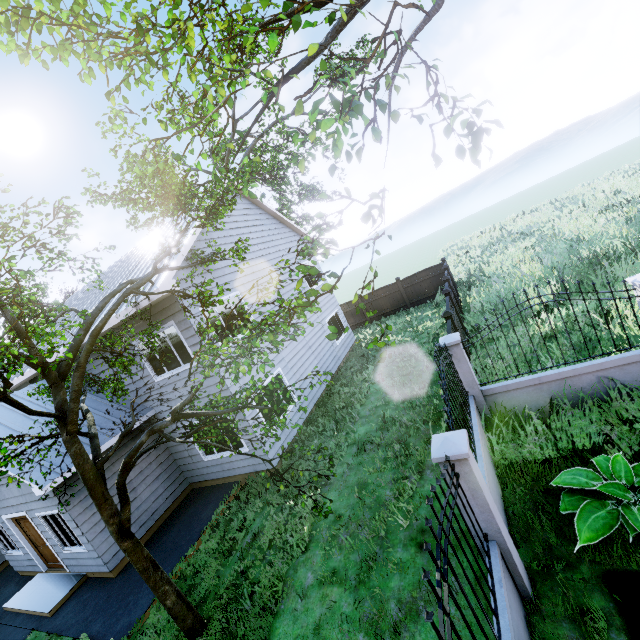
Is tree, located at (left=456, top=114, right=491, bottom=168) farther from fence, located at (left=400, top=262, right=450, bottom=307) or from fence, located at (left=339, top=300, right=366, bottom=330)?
fence, located at (left=400, top=262, right=450, bottom=307)

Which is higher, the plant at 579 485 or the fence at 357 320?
the fence at 357 320

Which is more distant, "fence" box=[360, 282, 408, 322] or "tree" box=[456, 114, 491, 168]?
"fence" box=[360, 282, 408, 322]

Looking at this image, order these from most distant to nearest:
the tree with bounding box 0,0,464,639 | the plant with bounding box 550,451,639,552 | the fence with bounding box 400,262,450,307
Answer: the fence with bounding box 400,262,450,307 → the plant with bounding box 550,451,639,552 → the tree with bounding box 0,0,464,639

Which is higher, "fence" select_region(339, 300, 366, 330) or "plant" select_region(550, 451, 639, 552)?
"fence" select_region(339, 300, 366, 330)

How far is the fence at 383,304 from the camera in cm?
1956

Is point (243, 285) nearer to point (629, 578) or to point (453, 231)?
point (629, 578)

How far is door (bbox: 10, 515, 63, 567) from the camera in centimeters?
954cm
